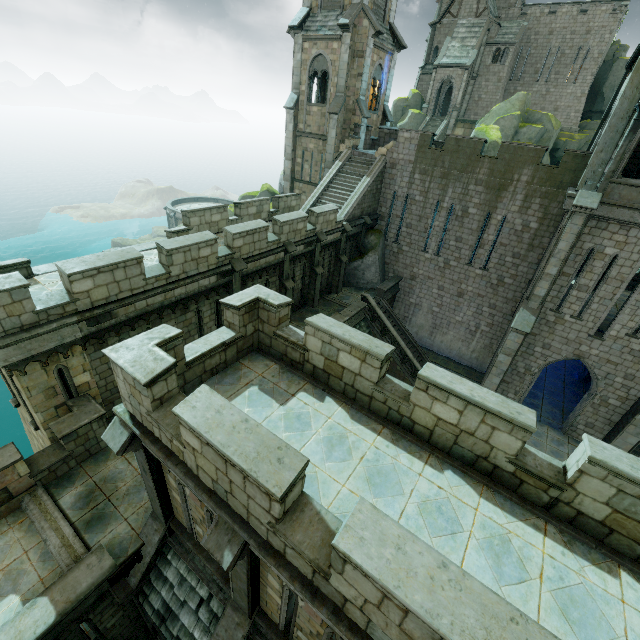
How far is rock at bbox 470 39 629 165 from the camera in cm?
3534

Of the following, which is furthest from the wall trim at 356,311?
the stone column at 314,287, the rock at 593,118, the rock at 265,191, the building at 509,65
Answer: the rock at 265,191

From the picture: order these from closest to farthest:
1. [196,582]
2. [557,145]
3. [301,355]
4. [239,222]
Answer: [301,355]
[196,582]
[239,222]
[557,145]

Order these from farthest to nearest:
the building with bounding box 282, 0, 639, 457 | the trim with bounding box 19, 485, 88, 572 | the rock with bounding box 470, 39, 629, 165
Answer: the rock with bounding box 470, 39, 629, 165 < the building with bounding box 282, 0, 639, 457 < the trim with bounding box 19, 485, 88, 572

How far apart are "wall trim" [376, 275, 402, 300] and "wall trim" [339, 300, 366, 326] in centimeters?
264cm

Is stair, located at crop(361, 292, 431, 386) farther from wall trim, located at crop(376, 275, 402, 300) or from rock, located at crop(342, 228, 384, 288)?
rock, located at crop(342, 228, 384, 288)

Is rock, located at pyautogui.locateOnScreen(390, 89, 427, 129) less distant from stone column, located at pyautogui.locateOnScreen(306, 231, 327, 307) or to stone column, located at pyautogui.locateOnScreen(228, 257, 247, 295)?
stone column, located at pyautogui.locateOnScreen(306, 231, 327, 307)

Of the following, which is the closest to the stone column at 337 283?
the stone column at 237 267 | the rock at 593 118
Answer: the rock at 593 118
